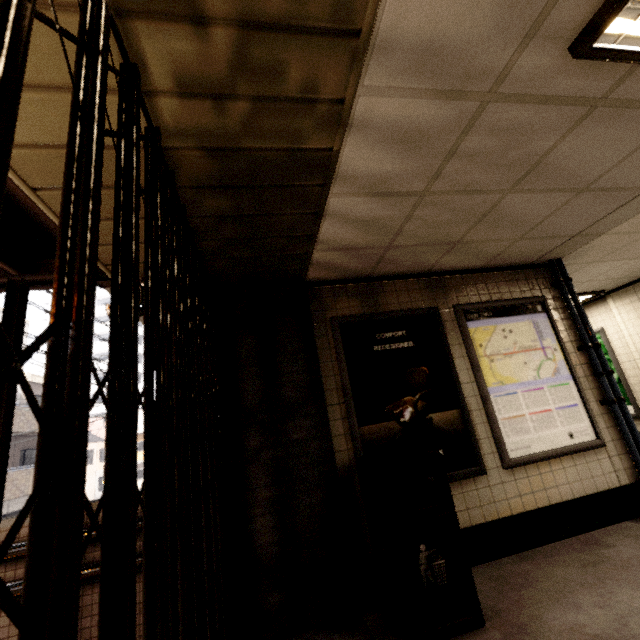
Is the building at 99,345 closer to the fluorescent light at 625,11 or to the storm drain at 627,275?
the storm drain at 627,275

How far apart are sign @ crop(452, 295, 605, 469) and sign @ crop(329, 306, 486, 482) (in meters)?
0.18

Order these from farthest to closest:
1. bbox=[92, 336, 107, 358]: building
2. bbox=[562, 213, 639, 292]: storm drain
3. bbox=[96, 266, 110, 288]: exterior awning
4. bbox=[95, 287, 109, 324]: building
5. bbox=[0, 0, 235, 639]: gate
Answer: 1. bbox=[95, 287, 109, 324]: building
2. bbox=[92, 336, 107, 358]: building
3. bbox=[562, 213, 639, 292]: storm drain
4. bbox=[96, 266, 110, 288]: exterior awning
5. bbox=[0, 0, 235, 639]: gate

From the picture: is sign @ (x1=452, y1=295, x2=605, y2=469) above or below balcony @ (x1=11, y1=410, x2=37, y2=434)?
below

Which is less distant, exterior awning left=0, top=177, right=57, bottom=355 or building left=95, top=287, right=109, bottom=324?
exterior awning left=0, top=177, right=57, bottom=355

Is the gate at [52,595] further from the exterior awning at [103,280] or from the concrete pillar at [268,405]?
the exterior awning at [103,280]

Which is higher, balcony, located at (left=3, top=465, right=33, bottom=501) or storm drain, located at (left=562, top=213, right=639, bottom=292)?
storm drain, located at (left=562, top=213, right=639, bottom=292)

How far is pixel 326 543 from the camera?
2.7 meters
